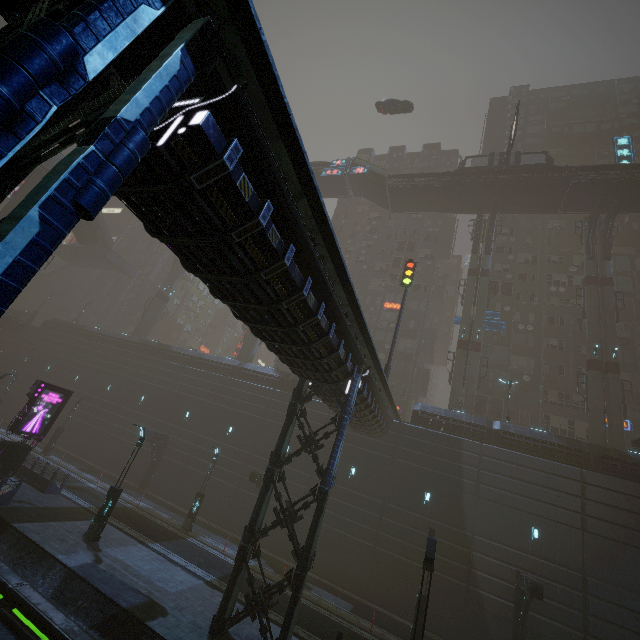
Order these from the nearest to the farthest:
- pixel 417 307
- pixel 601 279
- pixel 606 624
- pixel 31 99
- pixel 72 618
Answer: pixel 31 99, pixel 72 618, pixel 606 624, pixel 601 279, pixel 417 307

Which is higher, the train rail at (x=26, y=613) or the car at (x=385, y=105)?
the car at (x=385, y=105)

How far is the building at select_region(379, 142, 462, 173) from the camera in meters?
54.2

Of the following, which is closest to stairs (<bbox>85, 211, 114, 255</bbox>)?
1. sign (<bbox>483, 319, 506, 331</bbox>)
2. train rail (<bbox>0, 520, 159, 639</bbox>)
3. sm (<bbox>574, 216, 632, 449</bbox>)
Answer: train rail (<bbox>0, 520, 159, 639</bbox>)

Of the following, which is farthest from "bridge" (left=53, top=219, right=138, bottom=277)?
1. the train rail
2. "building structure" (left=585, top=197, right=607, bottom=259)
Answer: "building structure" (left=585, top=197, right=607, bottom=259)

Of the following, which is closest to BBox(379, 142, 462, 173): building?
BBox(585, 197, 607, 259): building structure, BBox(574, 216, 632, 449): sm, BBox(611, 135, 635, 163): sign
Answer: BBox(574, 216, 632, 449): sm

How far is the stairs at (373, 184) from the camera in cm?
3881

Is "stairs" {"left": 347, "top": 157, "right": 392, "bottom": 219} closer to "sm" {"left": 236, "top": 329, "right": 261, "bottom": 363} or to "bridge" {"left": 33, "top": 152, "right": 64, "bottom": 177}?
"bridge" {"left": 33, "top": 152, "right": 64, "bottom": 177}
